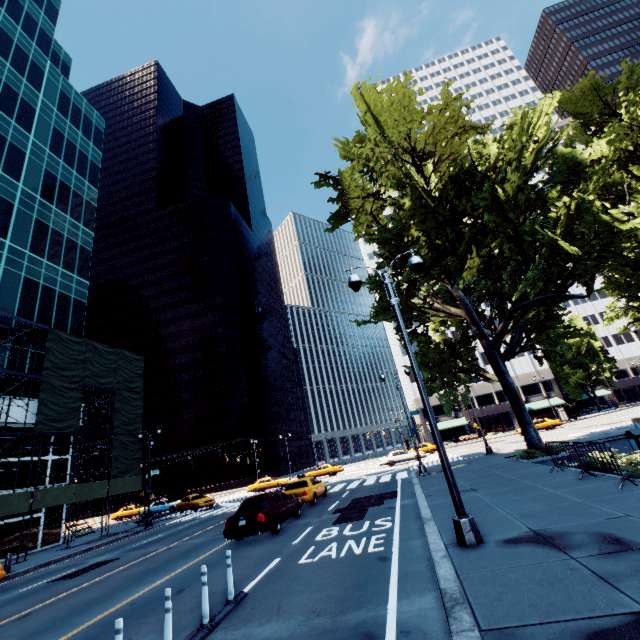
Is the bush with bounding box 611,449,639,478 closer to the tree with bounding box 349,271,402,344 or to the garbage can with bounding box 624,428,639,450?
the garbage can with bounding box 624,428,639,450

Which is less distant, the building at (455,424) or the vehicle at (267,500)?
the vehicle at (267,500)

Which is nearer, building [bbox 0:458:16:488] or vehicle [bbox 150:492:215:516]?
building [bbox 0:458:16:488]

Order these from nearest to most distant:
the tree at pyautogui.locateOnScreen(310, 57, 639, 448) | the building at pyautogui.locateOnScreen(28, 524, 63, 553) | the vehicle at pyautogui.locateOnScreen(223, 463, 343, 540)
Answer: the vehicle at pyautogui.locateOnScreen(223, 463, 343, 540)
the tree at pyautogui.locateOnScreen(310, 57, 639, 448)
the building at pyautogui.locateOnScreen(28, 524, 63, 553)

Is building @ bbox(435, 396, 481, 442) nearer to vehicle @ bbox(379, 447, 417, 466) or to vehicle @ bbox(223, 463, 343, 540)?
vehicle @ bbox(379, 447, 417, 466)

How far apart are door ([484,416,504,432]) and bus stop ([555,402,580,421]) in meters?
9.5 m

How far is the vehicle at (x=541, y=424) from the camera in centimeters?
3994cm

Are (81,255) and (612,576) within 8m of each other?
no
